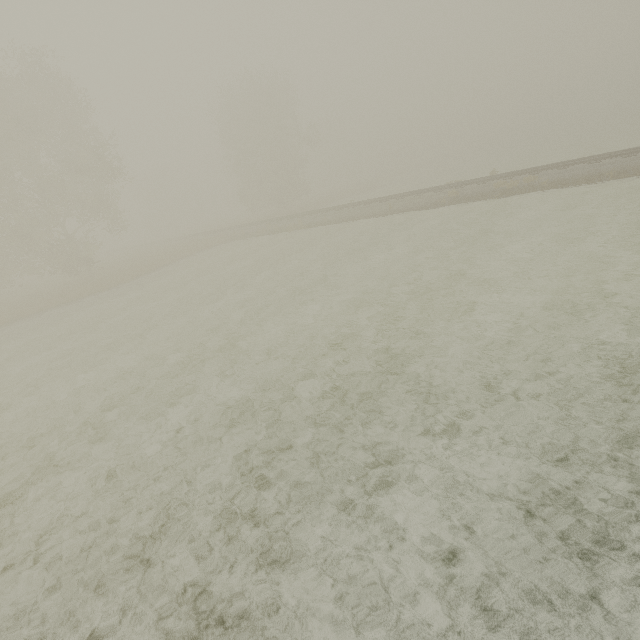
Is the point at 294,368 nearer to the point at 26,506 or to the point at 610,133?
the point at 26,506
